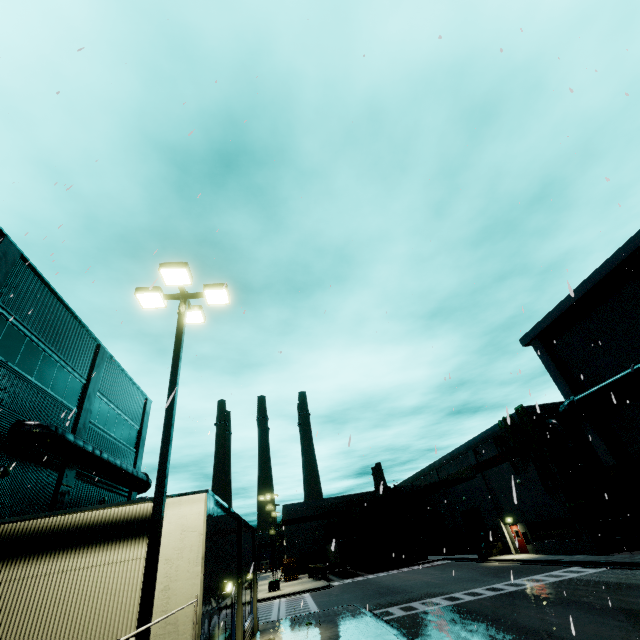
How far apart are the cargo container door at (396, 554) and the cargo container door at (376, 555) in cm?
87

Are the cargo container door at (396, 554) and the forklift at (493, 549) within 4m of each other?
no

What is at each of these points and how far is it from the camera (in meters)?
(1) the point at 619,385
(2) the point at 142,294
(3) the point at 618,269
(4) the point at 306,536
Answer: (1) pipe, 19.86
(2) light, 8.74
(3) building, 20.56
(4) building, 58.28

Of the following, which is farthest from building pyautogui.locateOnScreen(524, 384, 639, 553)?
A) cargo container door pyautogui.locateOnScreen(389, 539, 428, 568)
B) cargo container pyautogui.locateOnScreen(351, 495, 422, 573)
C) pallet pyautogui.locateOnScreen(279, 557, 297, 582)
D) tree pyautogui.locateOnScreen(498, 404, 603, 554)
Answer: pallet pyautogui.locateOnScreen(279, 557, 297, 582)

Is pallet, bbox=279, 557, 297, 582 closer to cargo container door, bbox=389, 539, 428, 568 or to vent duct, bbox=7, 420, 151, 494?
cargo container door, bbox=389, 539, 428, 568

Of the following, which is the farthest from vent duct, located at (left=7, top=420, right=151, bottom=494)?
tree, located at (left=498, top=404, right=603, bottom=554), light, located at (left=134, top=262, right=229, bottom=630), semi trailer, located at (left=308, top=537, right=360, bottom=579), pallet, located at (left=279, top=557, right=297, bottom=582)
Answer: pallet, located at (left=279, top=557, right=297, bottom=582)

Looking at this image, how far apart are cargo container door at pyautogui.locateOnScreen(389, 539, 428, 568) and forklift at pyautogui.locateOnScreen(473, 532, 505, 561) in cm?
1060

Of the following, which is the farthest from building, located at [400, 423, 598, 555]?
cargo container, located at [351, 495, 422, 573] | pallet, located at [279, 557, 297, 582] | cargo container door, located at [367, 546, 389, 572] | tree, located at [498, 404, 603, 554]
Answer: cargo container door, located at [367, 546, 389, 572]
